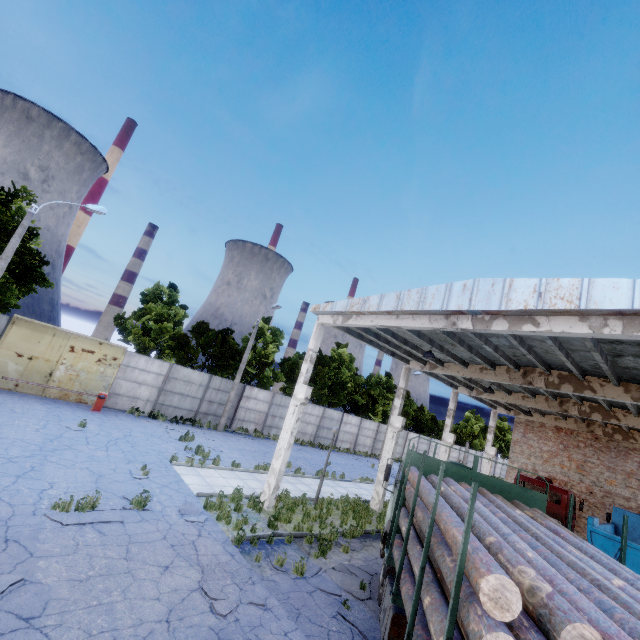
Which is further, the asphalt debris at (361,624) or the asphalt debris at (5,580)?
the asphalt debris at (361,624)

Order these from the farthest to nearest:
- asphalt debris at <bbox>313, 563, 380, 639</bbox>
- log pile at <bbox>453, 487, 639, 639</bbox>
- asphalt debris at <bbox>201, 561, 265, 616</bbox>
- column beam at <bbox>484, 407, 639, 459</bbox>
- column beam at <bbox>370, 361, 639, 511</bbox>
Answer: column beam at <bbox>484, 407, 639, 459</bbox> < column beam at <bbox>370, 361, 639, 511</bbox> < asphalt debris at <bbox>313, 563, 380, 639</bbox> < asphalt debris at <bbox>201, 561, 265, 616</bbox> < log pile at <bbox>453, 487, 639, 639</bbox>

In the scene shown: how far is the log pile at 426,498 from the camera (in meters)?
4.98

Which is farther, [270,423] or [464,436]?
[464,436]

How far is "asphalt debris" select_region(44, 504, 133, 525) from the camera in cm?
772

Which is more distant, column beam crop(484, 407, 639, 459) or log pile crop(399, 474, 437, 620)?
column beam crop(484, 407, 639, 459)

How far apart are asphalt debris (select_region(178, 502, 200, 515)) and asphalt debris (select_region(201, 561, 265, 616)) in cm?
195

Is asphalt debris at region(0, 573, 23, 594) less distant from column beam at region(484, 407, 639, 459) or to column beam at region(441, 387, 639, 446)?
column beam at region(441, 387, 639, 446)
